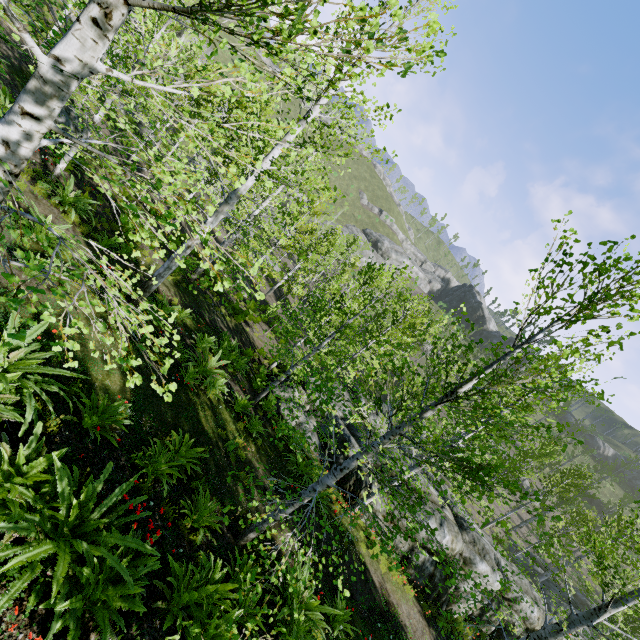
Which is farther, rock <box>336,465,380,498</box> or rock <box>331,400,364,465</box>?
rock <box>331,400,364,465</box>

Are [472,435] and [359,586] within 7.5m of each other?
no

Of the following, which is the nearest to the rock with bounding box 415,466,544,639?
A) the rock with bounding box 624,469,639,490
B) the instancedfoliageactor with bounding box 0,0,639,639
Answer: the instancedfoliageactor with bounding box 0,0,639,639

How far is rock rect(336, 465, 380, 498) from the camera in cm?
1263

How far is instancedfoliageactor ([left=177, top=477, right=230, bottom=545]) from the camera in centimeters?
556cm

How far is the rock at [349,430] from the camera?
13.8m

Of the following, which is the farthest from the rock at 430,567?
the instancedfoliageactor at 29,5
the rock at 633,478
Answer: the rock at 633,478

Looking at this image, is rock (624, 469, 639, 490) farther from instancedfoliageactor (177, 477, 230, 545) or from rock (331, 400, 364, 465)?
rock (331, 400, 364, 465)
